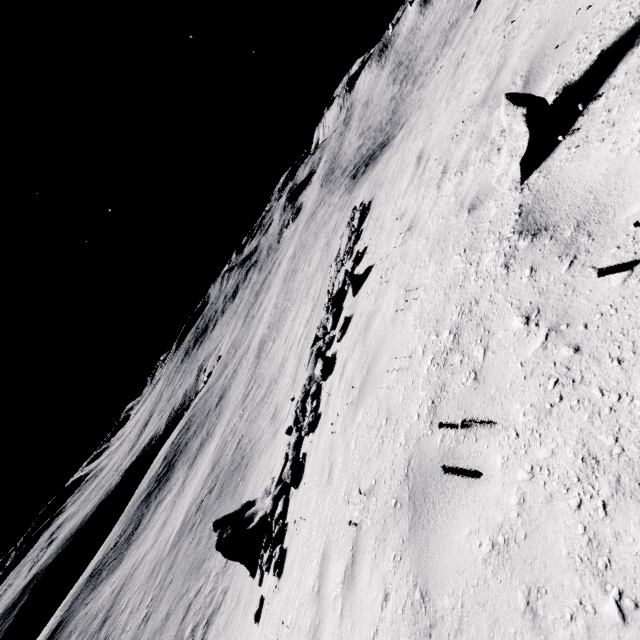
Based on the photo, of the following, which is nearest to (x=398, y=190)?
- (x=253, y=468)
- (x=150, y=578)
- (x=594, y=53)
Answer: (x=594, y=53)

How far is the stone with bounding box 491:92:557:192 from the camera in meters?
2.6 m

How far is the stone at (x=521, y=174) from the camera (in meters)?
2.59
